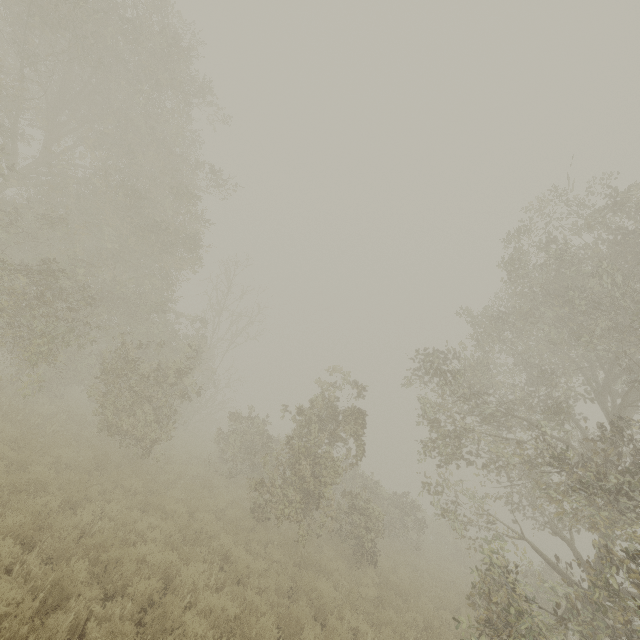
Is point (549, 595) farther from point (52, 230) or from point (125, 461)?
point (52, 230)
